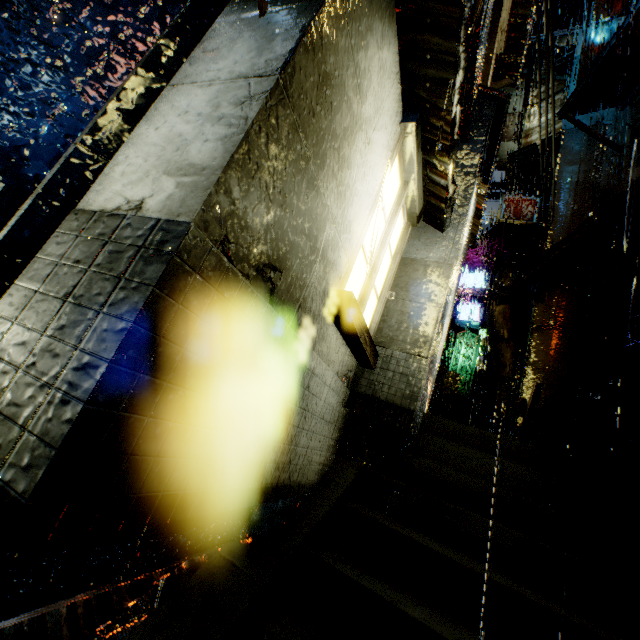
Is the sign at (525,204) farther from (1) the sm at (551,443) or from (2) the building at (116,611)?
(1) the sm at (551,443)

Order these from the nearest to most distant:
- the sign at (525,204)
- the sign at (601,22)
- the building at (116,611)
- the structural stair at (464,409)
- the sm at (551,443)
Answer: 1. the building at (116,611)
2. the sm at (551,443)
3. the structural stair at (464,409)
4. the sign at (601,22)
5. the sign at (525,204)

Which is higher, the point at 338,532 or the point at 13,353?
the point at 13,353

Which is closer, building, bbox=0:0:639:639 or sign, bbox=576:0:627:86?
building, bbox=0:0:639:639

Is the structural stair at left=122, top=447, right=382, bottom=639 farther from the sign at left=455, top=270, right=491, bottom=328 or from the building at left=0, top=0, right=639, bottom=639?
the sign at left=455, top=270, right=491, bottom=328

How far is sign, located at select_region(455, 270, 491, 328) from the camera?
22.2 meters

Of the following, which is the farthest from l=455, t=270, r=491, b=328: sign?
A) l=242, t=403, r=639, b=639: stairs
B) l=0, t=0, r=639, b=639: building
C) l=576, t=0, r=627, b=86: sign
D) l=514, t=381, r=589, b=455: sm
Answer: l=242, t=403, r=639, b=639: stairs
